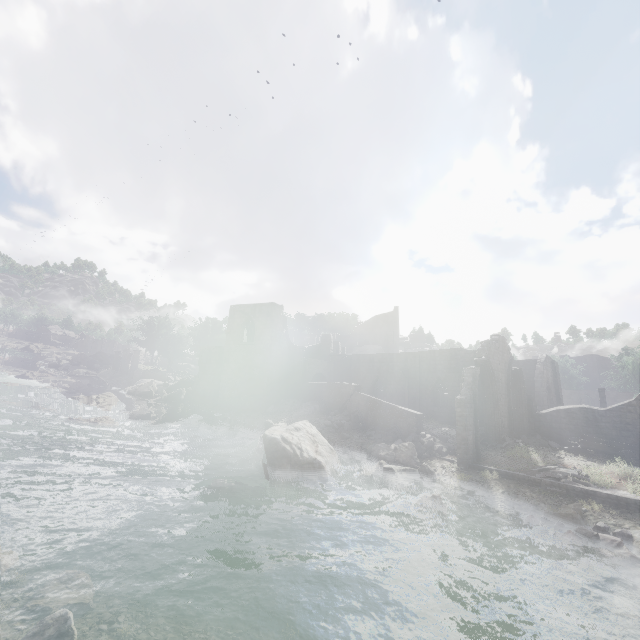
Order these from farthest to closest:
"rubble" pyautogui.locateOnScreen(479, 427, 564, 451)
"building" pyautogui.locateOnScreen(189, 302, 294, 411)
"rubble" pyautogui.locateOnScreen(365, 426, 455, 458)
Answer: "building" pyautogui.locateOnScreen(189, 302, 294, 411)
"rubble" pyautogui.locateOnScreen(479, 427, 564, 451)
"rubble" pyautogui.locateOnScreen(365, 426, 455, 458)

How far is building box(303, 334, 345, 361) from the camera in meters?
42.0

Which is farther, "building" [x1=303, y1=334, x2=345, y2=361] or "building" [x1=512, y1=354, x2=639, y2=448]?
"building" [x1=303, y1=334, x2=345, y2=361]

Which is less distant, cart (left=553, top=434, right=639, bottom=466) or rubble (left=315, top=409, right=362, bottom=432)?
cart (left=553, top=434, right=639, bottom=466)

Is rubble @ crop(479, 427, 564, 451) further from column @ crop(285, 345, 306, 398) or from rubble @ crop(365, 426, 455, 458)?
column @ crop(285, 345, 306, 398)

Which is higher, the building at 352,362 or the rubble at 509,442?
the building at 352,362

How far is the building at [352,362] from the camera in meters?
30.5

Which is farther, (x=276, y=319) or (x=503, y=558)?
(x=276, y=319)
